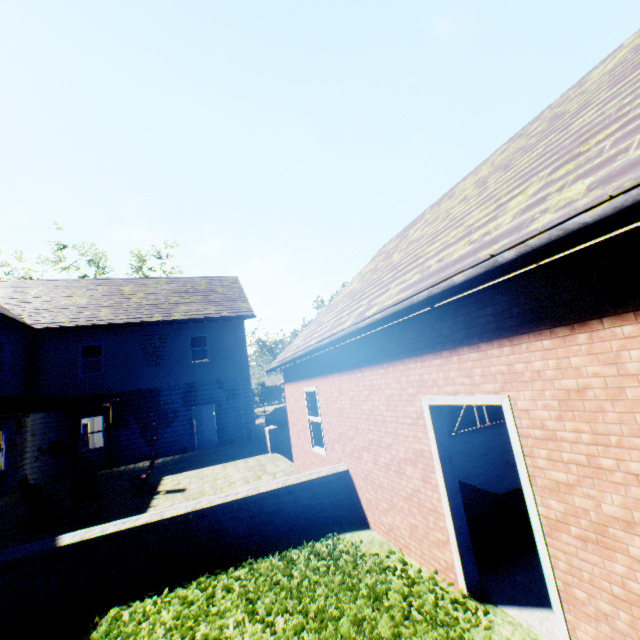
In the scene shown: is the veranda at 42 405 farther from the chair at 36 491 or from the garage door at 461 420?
the garage door at 461 420

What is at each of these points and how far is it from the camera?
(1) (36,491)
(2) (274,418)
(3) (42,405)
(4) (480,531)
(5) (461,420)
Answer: (1) chair, 7.9m
(2) car, 25.1m
(3) veranda, 8.9m
(4) sofa, 4.1m
(5) garage door, 12.5m

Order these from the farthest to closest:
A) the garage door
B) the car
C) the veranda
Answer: the car < the garage door < the veranda

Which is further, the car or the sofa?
the car

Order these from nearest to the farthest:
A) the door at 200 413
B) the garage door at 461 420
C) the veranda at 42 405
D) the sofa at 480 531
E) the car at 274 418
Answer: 1. the sofa at 480 531
2. the veranda at 42 405
3. the garage door at 461 420
4. the door at 200 413
5. the car at 274 418

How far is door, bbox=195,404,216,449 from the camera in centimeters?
1642cm

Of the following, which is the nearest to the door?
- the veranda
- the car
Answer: the veranda

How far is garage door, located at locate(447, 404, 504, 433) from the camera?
12.4m
